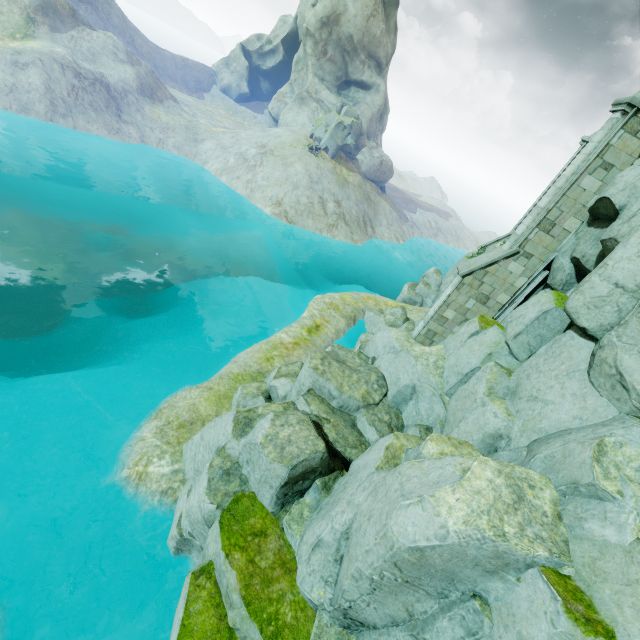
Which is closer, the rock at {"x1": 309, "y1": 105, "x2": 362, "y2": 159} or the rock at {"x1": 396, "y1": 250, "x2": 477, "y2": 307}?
the rock at {"x1": 396, "y1": 250, "x2": 477, "y2": 307}

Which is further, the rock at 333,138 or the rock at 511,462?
the rock at 333,138

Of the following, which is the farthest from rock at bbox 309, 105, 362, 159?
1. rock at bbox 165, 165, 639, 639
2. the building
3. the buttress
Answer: the building

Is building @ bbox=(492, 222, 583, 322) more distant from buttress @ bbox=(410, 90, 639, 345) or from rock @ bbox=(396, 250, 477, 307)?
rock @ bbox=(396, 250, 477, 307)

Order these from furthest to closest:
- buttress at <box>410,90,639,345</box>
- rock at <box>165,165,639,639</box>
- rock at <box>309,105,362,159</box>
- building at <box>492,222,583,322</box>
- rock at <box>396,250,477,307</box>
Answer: rock at <box>309,105,362,159</box> → rock at <box>396,250,477,307</box> → building at <box>492,222,583,322</box> → buttress at <box>410,90,639,345</box> → rock at <box>165,165,639,639</box>

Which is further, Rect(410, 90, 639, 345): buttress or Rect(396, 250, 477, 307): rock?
Rect(396, 250, 477, 307): rock

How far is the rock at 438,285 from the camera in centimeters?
2772cm

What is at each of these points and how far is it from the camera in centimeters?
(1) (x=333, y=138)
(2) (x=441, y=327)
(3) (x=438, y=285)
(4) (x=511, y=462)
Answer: (1) rock, 3934cm
(2) buttress, 1395cm
(3) rock, 2920cm
(4) rock, 745cm
